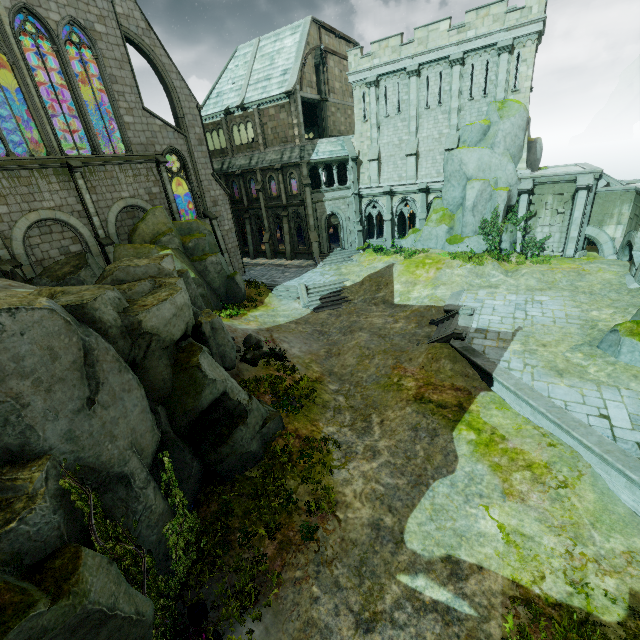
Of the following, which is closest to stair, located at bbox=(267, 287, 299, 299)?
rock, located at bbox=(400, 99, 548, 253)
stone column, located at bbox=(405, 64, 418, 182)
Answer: rock, located at bbox=(400, 99, 548, 253)

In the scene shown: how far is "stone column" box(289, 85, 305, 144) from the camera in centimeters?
2797cm

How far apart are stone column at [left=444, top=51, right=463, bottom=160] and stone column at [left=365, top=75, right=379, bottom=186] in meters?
5.4

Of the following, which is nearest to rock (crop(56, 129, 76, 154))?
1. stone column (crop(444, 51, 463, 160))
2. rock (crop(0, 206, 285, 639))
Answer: rock (crop(0, 206, 285, 639))

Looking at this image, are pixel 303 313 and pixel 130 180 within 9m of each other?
no

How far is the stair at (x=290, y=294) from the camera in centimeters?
2559cm

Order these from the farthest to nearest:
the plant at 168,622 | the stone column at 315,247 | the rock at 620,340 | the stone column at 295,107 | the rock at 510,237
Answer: the stone column at 315,247, the stone column at 295,107, the rock at 510,237, the rock at 620,340, the plant at 168,622

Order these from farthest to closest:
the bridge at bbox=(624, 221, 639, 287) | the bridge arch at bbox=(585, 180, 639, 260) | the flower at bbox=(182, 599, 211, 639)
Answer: the bridge arch at bbox=(585, 180, 639, 260) → the bridge at bbox=(624, 221, 639, 287) → the flower at bbox=(182, 599, 211, 639)
